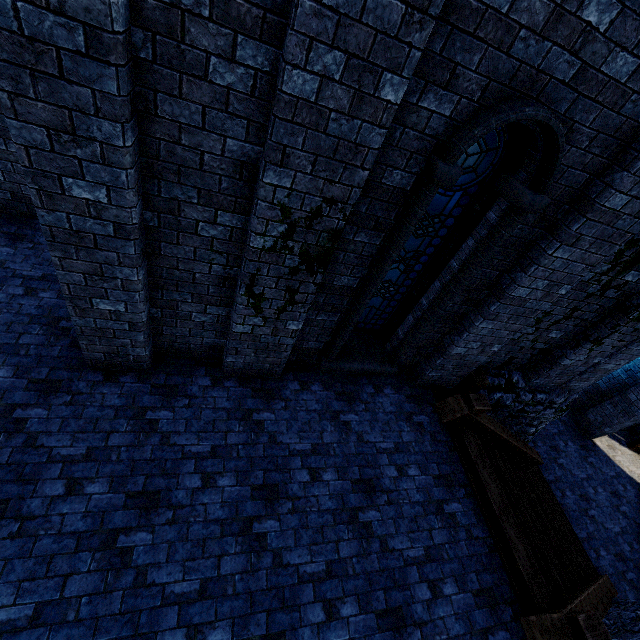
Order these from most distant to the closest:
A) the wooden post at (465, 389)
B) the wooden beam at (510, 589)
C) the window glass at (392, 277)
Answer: the wooden post at (465, 389)
the wooden beam at (510, 589)
the window glass at (392, 277)

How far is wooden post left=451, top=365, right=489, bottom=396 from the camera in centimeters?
652cm

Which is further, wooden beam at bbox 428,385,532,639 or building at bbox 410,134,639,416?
wooden beam at bbox 428,385,532,639

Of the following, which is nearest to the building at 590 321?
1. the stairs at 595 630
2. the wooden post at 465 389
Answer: the wooden post at 465 389

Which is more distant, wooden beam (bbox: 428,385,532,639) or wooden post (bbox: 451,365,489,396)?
wooden post (bbox: 451,365,489,396)

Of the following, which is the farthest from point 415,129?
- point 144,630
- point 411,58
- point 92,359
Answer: point 144,630

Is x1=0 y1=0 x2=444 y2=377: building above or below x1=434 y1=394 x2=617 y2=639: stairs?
above

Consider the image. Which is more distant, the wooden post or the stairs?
the wooden post
